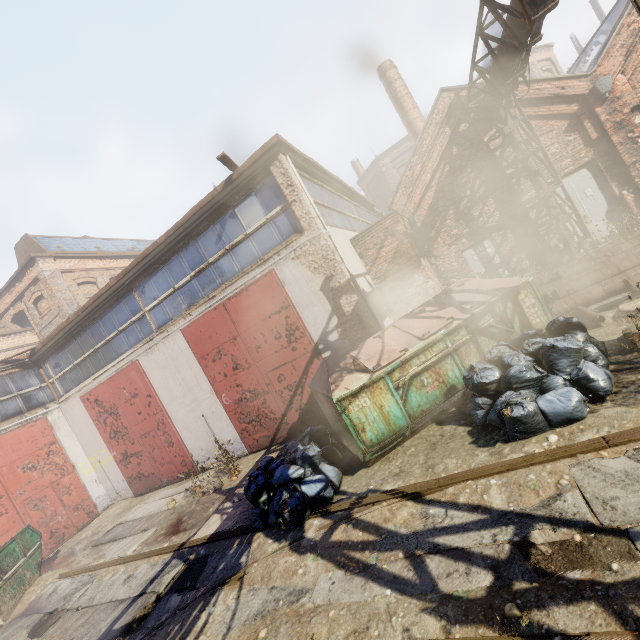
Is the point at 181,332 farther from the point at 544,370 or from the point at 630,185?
the point at 630,185

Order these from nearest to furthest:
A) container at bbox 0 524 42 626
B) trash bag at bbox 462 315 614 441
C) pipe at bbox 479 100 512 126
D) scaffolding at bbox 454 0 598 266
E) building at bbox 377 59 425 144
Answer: trash bag at bbox 462 315 614 441
scaffolding at bbox 454 0 598 266
container at bbox 0 524 42 626
pipe at bbox 479 100 512 126
building at bbox 377 59 425 144

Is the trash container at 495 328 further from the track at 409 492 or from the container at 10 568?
the container at 10 568

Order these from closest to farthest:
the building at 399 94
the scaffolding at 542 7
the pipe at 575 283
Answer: the scaffolding at 542 7
the pipe at 575 283
the building at 399 94

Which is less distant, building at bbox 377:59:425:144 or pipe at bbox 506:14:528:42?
pipe at bbox 506:14:528:42

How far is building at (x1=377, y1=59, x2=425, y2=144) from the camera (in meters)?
17.23

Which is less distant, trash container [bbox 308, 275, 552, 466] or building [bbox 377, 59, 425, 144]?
trash container [bbox 308, 275, 552, 466]

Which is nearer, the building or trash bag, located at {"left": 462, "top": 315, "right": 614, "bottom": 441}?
trash bag, located at {"left": 462, "top": 315, "right": 614, "bottom": 441}
